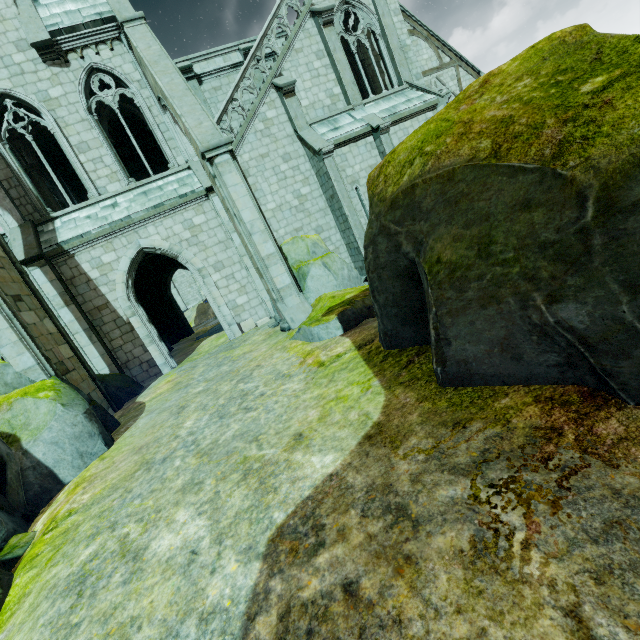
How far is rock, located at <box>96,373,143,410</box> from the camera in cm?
1063

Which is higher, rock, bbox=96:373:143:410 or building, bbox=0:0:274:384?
building, bbox=0:0:274:384

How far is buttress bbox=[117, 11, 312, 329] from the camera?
9.2m

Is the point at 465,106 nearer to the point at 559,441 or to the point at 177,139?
the point at 559,441

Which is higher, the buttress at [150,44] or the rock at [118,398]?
the buttress at [150,44]

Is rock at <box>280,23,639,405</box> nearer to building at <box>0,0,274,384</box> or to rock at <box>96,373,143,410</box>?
building at <box>0,0,274,384</box>

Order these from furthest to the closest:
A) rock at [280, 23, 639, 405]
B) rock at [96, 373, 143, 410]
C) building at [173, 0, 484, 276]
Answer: building at [173, 0, 484, 276]
rock at [96, 373, 143, 410]
rock at [280, 23, 639, 405]

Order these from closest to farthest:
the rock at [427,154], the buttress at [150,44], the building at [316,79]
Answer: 1. the rock at [427,154]
2. the buttress at [150,44]
3. the building at [316,79]
